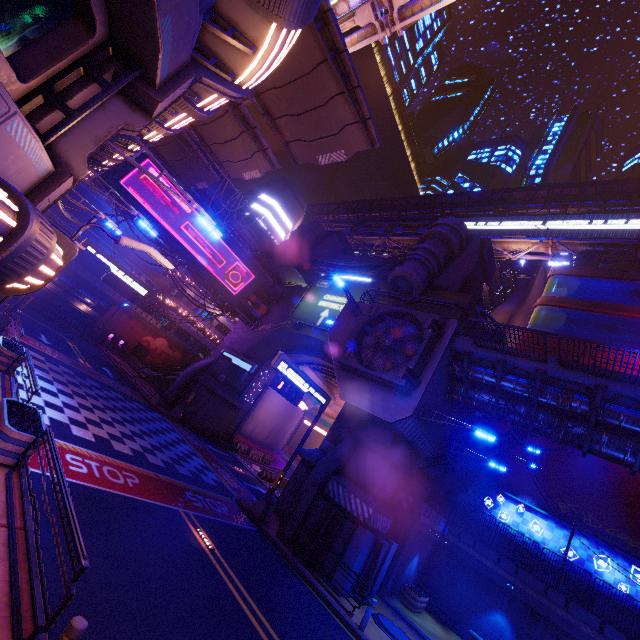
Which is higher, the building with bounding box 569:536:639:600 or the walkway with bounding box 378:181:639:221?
the walkway with bounding box 378:181:639:221

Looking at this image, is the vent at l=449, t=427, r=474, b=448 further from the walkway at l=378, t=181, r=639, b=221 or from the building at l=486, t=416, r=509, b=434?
A: the walkway at l=378, t=181, r=639, b=221

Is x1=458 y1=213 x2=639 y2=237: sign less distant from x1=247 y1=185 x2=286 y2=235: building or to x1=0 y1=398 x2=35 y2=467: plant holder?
x1=247 y1=185 x2=286 y2=235: building

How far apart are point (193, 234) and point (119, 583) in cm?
2350

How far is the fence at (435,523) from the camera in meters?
19.5

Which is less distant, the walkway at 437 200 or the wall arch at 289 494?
the wall arch at 289 494

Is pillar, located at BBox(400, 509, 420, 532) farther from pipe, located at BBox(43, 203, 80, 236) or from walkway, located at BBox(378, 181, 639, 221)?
pipe, located at BBox(43, 203, 80, 236)

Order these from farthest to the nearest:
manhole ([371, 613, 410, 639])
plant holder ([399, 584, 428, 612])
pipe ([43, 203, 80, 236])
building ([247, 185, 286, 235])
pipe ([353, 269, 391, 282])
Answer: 1. building ([247, 185, 286, 235])
2. pipe ([43, 203, 80, 236])
3. pipe ([353, 269, 391, 282])
4. plant holder ([399, 584, 428, 612])
5. manhole ([371, 613, 410, 639])
